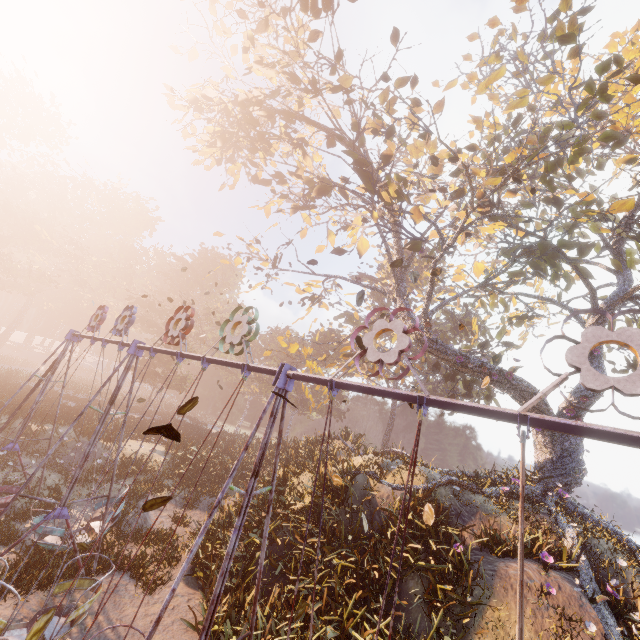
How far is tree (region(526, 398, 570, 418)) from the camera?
15.47m

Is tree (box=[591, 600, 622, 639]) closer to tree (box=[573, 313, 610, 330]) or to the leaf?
tree (box=[573, 313, 610, 330])

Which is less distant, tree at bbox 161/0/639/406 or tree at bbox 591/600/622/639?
tree at bbox 591/600/622/639

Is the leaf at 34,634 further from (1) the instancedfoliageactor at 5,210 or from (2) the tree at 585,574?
(1) the instancedfoliageactor at 5,210

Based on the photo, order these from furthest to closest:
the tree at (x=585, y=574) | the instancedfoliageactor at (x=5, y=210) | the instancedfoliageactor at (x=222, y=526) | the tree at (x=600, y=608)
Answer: the instancedfoliageactor at (x=5, y=210)
the tree at (x=585, y=574)
the instancedfoliageactor at (x=222, y=526)
the tree at (x=600, y=608)

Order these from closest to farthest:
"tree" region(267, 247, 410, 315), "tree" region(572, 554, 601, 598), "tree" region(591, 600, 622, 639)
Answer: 1. "tree" region(591, 600, 622, 639)
2. "tree" region(572, 554, 601, 598)
3. "tree" region(267, 247, 410, 315)

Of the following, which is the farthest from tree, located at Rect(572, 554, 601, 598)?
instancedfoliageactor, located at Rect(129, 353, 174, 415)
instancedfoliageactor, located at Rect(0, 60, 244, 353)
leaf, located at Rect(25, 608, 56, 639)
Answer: instancedfoliageactor, located at Rect(0, 60, 244, 353)

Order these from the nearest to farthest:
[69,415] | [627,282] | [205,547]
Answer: [205,547]
[627,282]
[69,415]
